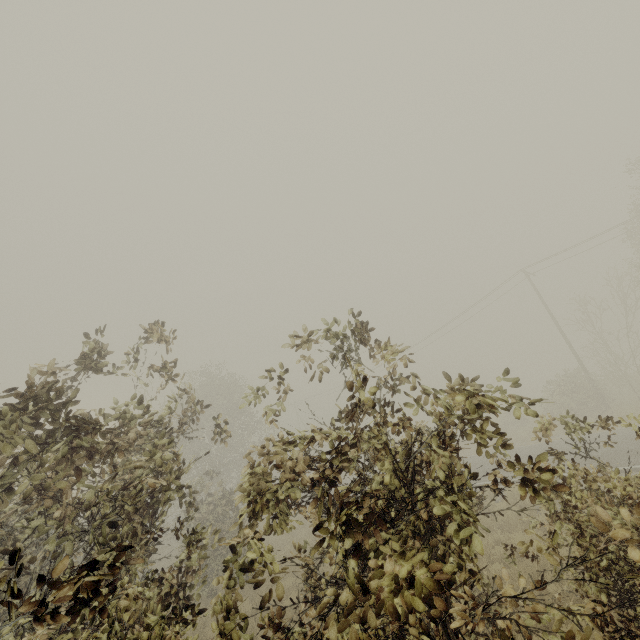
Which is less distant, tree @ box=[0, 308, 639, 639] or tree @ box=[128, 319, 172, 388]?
tree @ box=[0, 308, 639, 639]

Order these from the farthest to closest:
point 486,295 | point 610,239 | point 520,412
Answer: point 486,295, point 610,239, point 520,412

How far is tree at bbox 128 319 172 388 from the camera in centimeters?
580cm

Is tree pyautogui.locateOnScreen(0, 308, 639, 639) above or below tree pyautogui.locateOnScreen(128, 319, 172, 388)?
below

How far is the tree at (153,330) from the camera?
5.8 meters

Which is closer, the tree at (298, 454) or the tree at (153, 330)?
the tree at (298, 454)
